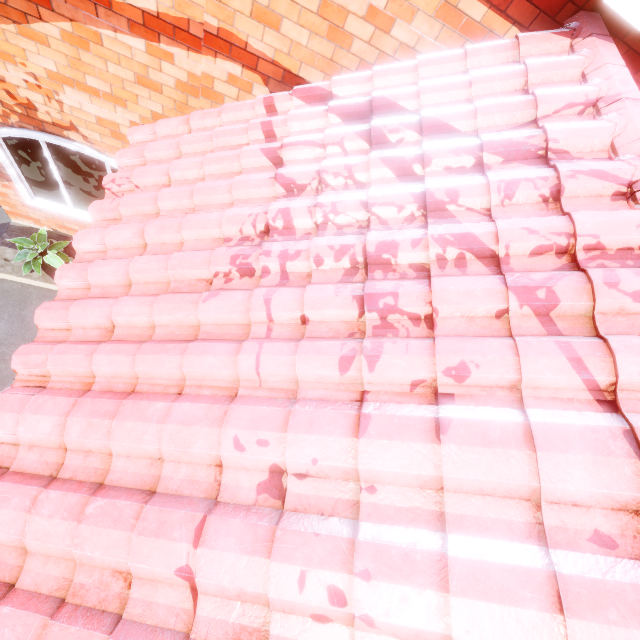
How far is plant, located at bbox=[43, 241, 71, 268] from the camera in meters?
5.4 m

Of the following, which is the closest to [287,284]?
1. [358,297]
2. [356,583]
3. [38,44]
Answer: [358,297]

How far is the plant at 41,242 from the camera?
5.30m
